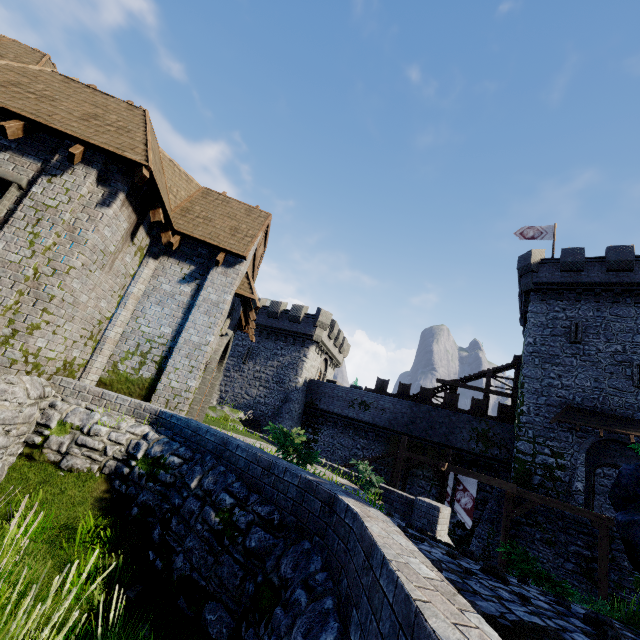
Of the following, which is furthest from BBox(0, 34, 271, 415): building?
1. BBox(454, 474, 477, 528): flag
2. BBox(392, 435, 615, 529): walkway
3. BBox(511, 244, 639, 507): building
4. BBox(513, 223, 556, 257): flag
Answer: BBox(513, 223, 556, 257): flag

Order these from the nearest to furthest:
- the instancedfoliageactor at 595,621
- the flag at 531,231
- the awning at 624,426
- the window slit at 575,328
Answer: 1. the instancedfoliageactor at 595,621
2. the awning at 624,426
3. the window slit at 575,328
4. the flag at 531,231

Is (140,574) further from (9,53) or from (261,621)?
(9,53)

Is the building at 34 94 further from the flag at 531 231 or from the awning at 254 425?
the flag at 531 231

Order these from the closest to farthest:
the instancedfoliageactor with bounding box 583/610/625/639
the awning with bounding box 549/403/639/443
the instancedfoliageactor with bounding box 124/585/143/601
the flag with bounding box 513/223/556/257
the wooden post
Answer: the instancedfoliageactor with bounding box 583/610/625/639
the instancedfoliageactor with bounding box 124/585/143/601
the wooden post
the awning with bounding box 549/403/639/443
the flag with bounding box 513/223/556/257

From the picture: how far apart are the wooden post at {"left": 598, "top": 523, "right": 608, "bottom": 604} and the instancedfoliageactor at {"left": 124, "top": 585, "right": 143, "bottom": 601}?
20.29m

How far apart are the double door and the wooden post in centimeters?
1963cm

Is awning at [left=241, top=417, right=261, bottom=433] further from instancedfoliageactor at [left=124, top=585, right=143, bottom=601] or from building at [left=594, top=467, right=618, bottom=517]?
instancedfoliageactor at [left=124, top=585, right=143, bottom=601]
